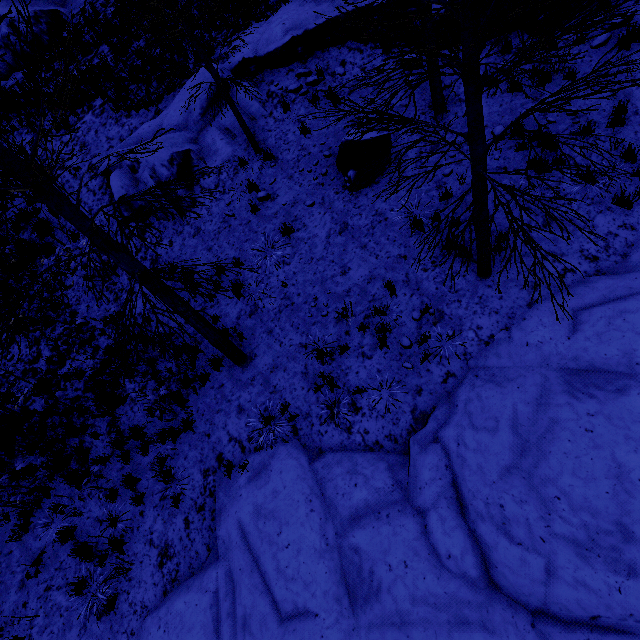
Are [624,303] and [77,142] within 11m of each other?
no

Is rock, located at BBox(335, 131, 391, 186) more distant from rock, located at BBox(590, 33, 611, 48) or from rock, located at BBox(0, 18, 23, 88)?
rock, located at BBox(0, 18, 23, 88)

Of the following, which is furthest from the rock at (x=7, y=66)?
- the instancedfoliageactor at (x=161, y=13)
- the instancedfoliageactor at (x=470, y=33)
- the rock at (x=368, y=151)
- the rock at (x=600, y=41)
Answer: the rock at (x=600, y=41)

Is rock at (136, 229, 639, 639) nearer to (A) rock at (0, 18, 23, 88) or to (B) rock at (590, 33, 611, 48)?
(B) rock at (590, 33, 611, 48)

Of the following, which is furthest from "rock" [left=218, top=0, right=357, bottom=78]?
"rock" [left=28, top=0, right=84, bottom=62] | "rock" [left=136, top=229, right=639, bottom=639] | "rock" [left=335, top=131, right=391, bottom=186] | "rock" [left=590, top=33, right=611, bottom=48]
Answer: "rock" [left=28, top=0, right=84, bottom=62]

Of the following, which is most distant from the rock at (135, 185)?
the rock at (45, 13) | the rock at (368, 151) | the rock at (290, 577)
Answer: the rock at (45, 13)

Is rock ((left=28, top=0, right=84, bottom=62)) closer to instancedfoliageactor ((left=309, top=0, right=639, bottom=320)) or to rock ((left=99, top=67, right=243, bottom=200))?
rock ((left=99, top=67, right=243, bottom=200))

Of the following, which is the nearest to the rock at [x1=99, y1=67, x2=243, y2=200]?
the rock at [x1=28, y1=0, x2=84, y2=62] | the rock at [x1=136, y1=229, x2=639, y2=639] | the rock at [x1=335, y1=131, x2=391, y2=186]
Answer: the rock at [x1=335, y1=131, x2=391, y2=186]
